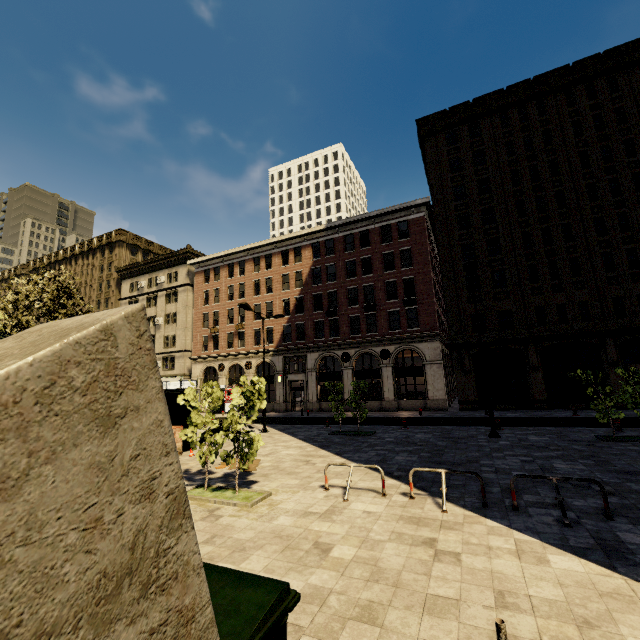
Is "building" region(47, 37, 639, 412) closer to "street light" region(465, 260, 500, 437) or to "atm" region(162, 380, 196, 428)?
"street light" region(465, 260, 500, 437)

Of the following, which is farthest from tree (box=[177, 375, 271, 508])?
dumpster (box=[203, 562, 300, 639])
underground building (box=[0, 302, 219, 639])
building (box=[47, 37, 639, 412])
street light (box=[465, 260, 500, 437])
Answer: dumpster (box=[203, 562, 300, 639])

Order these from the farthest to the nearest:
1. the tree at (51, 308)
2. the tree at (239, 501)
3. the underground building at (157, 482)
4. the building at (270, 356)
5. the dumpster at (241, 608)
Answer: the building at (270, 356) < the tree at (51, 308) < the tree at (239, 501) < the dumpster at (241, 608) < the underground building at (157, 482)

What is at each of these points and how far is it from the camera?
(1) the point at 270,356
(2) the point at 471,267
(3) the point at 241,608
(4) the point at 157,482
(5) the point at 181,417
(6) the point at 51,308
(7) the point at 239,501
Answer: (1) building, 36.2 meters
(2) street light, 14.8 meters
(3) dumpster, 2.6 meters
(4) underground building, 1.4 meters
(5) atm, 15.2 meters
(6) tree, 13.4 meters
(7) tree, 7.9 meters

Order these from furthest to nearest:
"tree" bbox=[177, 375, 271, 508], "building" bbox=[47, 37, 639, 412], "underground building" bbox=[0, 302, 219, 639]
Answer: "building" bbox=[47, 37, 639, 412], "tree" bbox=[177, 375, 271, 508], "underground building" bbox=[0, 302, 219, 639]

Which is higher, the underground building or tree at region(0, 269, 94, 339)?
tree at region(0, 269, 94, 339)

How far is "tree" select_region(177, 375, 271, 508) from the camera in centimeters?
831cm

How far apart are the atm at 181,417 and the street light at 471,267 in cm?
1403
